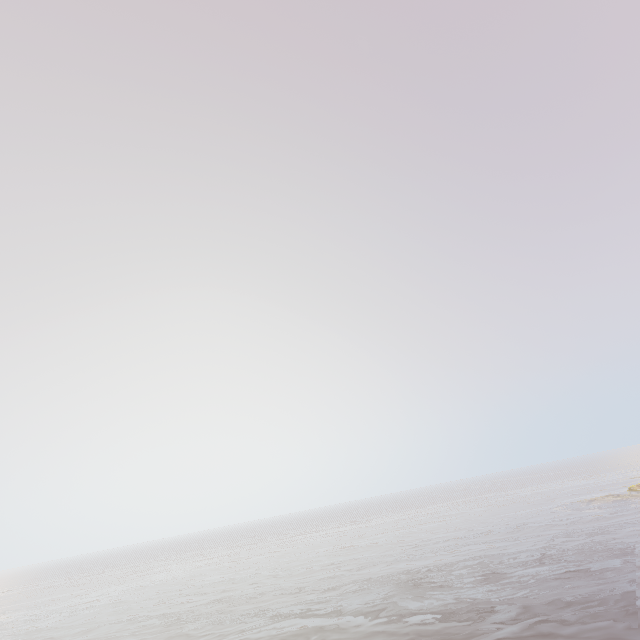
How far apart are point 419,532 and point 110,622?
39.0m
